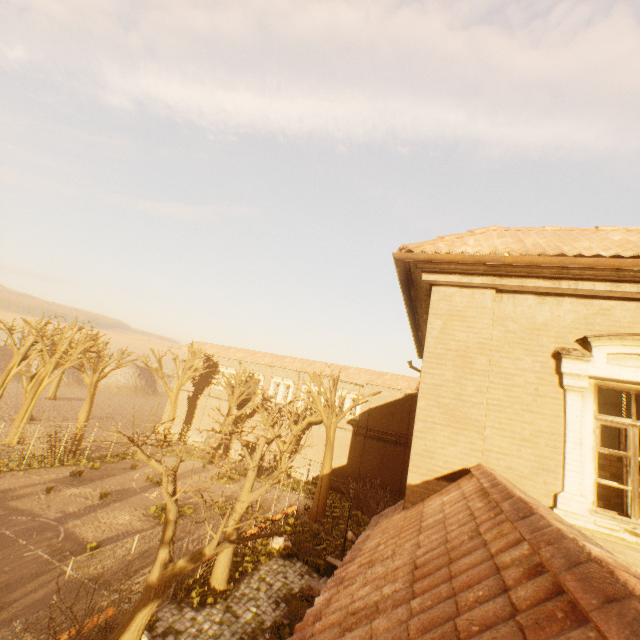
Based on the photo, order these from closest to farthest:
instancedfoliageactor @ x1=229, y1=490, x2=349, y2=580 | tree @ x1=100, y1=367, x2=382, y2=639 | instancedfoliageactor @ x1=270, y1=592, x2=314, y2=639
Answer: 1. tree @ x1=100, y1=367, x2=382, y2=639
2. instancedfoliageactor @ x1=270, y1=592, x2=314, y2=639
3. instancedfoliageactor @ x1=229, y1=490, x2=349, y2=580

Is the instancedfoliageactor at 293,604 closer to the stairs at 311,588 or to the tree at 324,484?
the stairs at 311,588

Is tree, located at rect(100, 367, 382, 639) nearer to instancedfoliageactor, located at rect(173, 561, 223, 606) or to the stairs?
instancedfoliageactor, located at rect(173, 561, 223, 606)

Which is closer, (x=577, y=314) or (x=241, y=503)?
(x=577, y=314)

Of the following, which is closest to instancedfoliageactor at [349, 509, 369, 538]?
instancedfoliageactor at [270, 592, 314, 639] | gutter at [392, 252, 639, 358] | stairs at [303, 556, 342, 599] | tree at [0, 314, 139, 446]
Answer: tree at [0, 314, 139, 446]

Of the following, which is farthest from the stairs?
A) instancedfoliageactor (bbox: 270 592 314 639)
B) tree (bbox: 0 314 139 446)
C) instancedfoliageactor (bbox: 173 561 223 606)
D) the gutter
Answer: the gutter

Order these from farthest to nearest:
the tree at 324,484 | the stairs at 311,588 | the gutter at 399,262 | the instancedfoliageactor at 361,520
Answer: the instancedfoliageactor at 361,520
the stairs at 311,588
the tree at 324,484
the gutter at 399,262

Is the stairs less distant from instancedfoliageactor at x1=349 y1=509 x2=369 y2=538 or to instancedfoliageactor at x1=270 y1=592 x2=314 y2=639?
instancedfoliageactor at x1=270 y1=592 x2=314 y2=639
